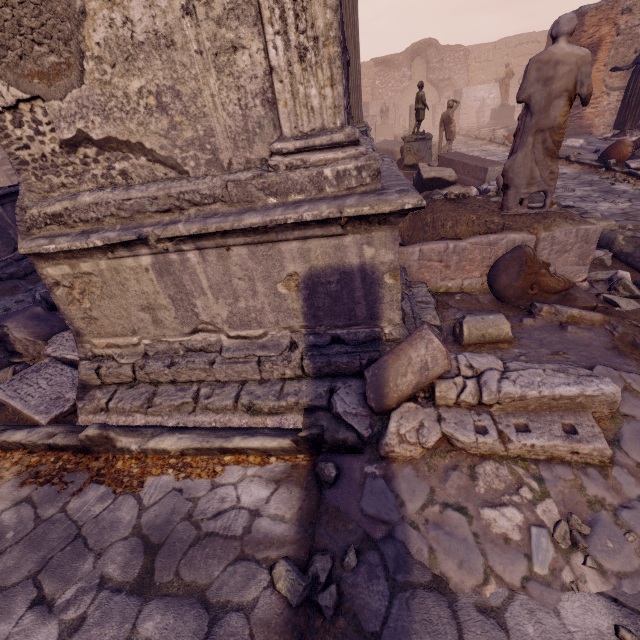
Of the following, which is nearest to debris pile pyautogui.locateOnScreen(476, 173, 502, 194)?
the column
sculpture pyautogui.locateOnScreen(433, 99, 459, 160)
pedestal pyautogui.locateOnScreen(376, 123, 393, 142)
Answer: the column

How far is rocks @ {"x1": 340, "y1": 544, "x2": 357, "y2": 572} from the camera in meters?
1.8 m

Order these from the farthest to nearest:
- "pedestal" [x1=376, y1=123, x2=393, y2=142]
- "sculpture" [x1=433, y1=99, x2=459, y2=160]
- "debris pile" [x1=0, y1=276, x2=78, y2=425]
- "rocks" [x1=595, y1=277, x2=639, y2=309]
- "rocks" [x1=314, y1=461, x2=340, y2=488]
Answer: "pedestal" [x1=376, y1=123, x2=393, y2=142] < "sculpture" [x1=433, y1=99, x2=459, y2=160] < "rocks" [x1=595, y1=277, x2=639, y2=309] < "debris pile" [x1=0, y1=276, x2=78, y2=425] < "rocks" [x1=314, y1=461, x2=340, y2=488]

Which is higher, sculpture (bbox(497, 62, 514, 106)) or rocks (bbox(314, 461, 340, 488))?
sculpture (bbox(497, 62, 514, 106))

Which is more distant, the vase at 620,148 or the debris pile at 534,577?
the vase at 620,148

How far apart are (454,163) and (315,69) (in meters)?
8.21

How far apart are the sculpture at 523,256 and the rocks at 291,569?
2.70m

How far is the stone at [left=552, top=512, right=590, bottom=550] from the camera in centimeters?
165cm
